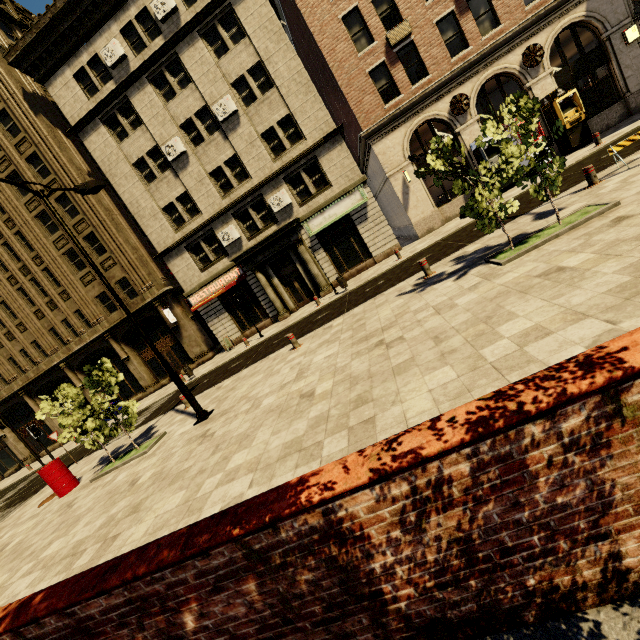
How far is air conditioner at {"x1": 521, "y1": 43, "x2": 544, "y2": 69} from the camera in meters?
16.5

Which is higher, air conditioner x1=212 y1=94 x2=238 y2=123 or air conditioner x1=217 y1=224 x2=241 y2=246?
air conditioner x1=212 y1=94 x2=238 y2=123

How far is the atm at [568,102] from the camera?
16.1m

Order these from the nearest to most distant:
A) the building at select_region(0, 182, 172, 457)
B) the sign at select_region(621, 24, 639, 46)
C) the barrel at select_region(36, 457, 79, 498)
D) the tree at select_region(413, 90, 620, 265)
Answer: the tree at select_region(413, 90, 620, 265) → the barrel at select_region(36, 457, 79, 498) → the sign at select_region(621, 24, 639, 46) → the building at select_region(0, 182, 172, 457)

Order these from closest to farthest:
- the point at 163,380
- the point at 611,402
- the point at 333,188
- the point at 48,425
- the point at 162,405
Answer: the point at 611,402 < the point at 162,405 < the point at 333,188 < the point at 163,380 < the point at 48,425

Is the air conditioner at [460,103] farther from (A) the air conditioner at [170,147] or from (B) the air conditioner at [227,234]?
(A) the air conditioner at [170,147]

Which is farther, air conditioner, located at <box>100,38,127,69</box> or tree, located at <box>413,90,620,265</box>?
air conditioner, located at <box>100,38,127,69</box>

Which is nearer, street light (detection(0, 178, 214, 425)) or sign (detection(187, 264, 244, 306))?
street light (detection(0, 178, 214, 425))
